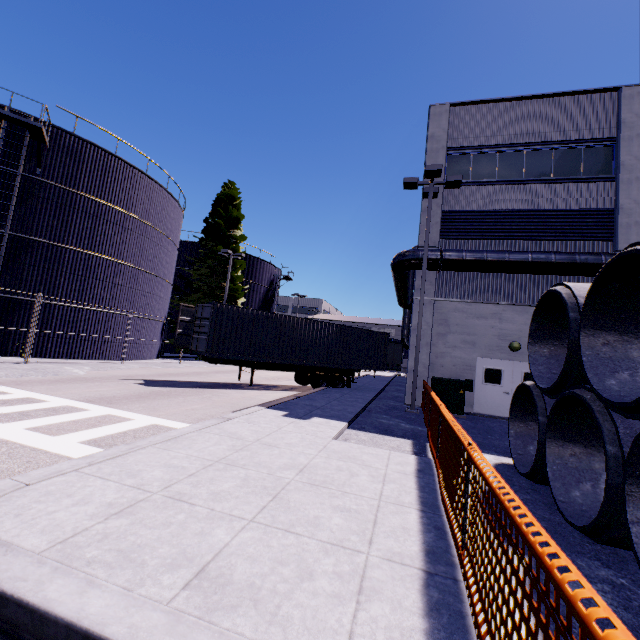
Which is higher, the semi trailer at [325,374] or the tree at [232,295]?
the tree at [232,295]

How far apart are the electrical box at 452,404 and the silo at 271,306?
26.5 meters

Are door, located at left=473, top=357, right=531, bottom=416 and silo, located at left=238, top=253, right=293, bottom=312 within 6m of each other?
no

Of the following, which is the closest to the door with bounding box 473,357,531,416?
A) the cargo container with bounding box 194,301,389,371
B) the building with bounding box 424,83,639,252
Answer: the building with bounding box 424,83,639,252

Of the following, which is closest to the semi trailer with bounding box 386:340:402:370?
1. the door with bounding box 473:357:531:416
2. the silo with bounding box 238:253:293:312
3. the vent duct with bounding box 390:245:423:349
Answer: the vent duct with bounding box 390:245:423:349

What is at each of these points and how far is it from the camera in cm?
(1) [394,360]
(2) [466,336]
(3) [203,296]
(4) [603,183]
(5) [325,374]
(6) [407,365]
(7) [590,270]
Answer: (1) semi trailer, 2798
(2) building, 1475
(3) tree, 3036
(4) building, 1405
(5) semi trailer, 1719
(6) building, 1511
(7) vent duct, 1262

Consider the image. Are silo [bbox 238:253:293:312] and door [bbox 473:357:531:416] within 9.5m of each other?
no

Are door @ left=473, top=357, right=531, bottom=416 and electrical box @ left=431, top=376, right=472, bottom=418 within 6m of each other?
yes
